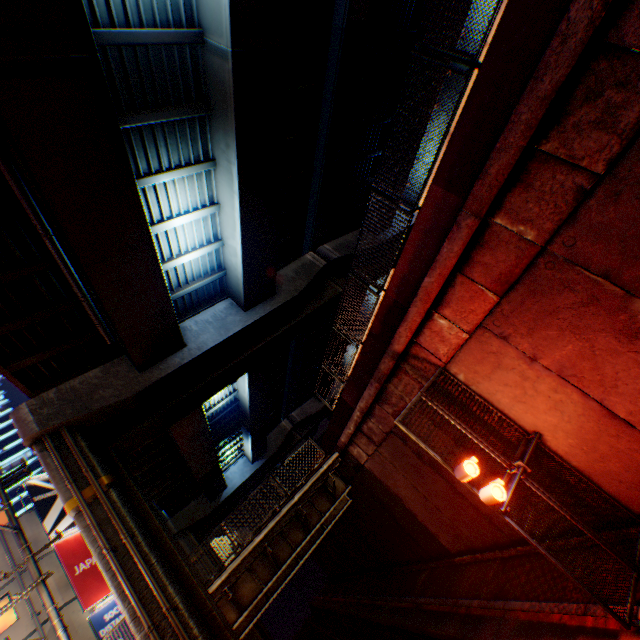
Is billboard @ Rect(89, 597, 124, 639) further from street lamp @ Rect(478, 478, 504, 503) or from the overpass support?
street lamp @ Rect(478, 478, 504, 503)

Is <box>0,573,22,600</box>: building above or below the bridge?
above

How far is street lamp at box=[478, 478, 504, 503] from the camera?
5.9m

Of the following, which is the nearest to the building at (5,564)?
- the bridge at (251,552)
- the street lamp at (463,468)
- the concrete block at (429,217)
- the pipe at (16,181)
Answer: the bridge at (251,552)

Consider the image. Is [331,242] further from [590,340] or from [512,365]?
[590,340]

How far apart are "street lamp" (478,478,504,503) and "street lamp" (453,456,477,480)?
0.3m

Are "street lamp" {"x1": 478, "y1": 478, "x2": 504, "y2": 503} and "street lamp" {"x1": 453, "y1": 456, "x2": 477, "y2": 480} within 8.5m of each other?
yes

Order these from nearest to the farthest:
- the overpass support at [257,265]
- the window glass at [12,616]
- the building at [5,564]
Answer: the overpass support at [257,265] → the window glass at [12,616] → the building at [5,564]
